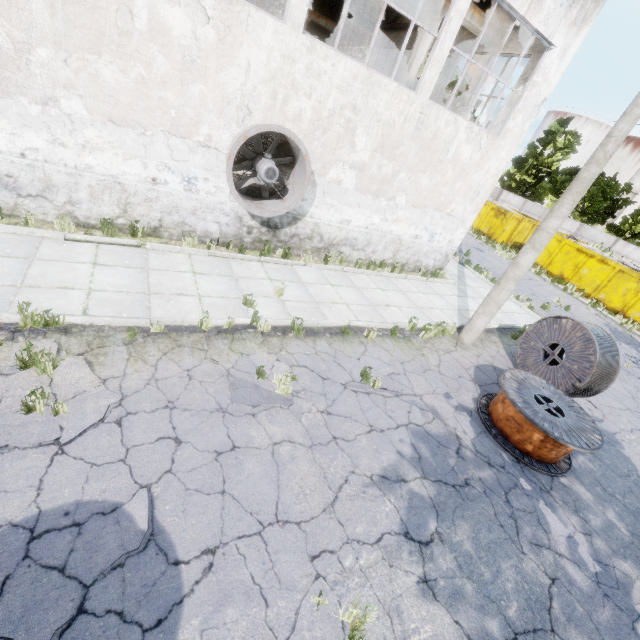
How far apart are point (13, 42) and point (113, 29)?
1.7 meters

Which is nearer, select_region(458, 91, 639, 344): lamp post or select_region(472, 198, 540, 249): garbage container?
select_region(458, 91, 639, 344): lamp post

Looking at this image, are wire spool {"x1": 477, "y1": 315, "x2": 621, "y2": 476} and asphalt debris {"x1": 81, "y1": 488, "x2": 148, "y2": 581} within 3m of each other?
no

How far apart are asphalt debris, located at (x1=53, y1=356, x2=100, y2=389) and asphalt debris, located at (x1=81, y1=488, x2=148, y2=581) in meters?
1.0

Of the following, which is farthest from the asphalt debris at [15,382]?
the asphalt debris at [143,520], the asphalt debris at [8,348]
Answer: the asphalt debris at [143,520]

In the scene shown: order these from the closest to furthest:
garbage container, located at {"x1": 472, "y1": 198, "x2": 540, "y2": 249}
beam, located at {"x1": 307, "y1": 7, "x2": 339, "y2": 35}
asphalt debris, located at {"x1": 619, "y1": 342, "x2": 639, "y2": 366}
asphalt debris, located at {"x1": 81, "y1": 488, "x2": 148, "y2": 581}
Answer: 1. asphalt debris, located at {"x1": 81, "y1": 488, "x2": 148, "y2": 581}
2. asphalt debris, located at {"x1": 619, "y1": 342, "x2": 639, "y2": 366}
3. beam, located at {"x1": 307, "y1": 7, "x2": 339, "y2": 35}
4. garbage container, located at {"x1": 472, "y1": 198, "x2": 540, "y2": 249}

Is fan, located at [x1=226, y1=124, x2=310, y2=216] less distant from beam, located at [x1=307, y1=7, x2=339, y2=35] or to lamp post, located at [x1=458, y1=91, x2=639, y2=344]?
lamp post, located at [x1=458, y1=91, x2=639, y2=344]

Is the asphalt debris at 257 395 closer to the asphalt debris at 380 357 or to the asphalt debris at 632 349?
the asphalt debris at 380 357
